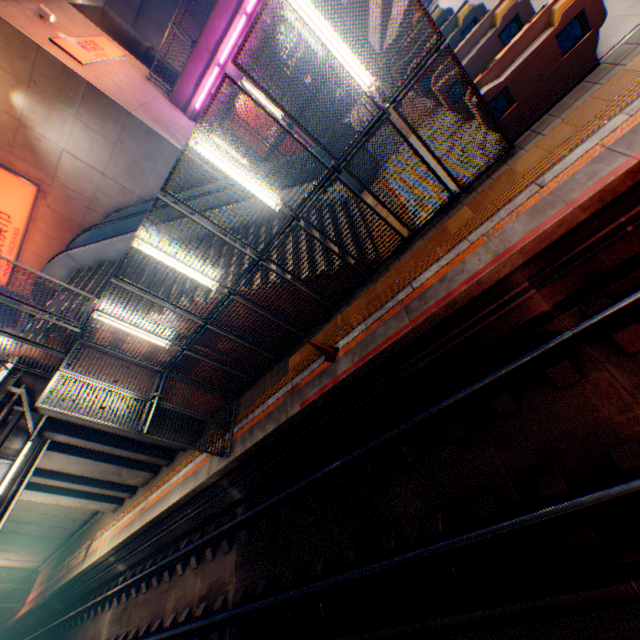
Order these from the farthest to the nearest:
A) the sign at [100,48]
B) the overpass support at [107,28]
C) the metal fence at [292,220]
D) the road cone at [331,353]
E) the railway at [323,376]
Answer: the overpass support at [107,28] → the sign at [100,48] → the road cone at [331,353] → the metal fence at [292,220] → the railway at [323,376]

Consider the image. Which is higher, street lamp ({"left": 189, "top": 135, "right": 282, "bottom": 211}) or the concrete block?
the concrete block

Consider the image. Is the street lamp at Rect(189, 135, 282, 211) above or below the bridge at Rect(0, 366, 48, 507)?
below

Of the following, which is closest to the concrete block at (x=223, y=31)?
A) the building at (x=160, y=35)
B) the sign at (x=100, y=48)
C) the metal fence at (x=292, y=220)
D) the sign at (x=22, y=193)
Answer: the metal fence at (x=292, y=220)

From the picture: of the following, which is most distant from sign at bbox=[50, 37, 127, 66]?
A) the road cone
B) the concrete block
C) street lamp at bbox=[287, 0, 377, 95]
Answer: the road cone

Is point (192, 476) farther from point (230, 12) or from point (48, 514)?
point (230, 12)

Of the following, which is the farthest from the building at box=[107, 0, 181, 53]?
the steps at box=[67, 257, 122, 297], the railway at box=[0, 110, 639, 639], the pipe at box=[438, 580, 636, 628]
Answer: the pipe at box=[438, 580, 636, 628]

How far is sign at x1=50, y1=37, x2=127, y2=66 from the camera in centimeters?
1197cm
